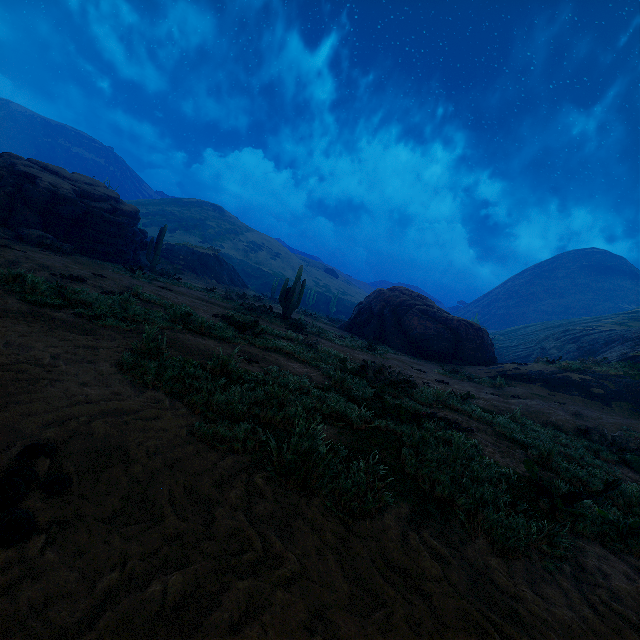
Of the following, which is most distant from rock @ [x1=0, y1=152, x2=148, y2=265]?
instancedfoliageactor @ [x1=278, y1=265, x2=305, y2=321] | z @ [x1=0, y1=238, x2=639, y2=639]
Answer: z @ [x1=0, y1=238, x2=639, y2=639]

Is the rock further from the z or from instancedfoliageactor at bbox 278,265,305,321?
the z

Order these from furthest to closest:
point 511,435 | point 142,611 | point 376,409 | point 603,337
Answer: point 603,337 < point 511,435 < point 376,409 < point 142,611

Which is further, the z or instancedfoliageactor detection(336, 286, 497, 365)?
instancedfoliageactor detection(336, 286, 497, 365)

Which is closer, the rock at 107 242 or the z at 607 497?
the z at 607 497

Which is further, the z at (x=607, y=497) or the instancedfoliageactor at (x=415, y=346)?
the instancedfoliageactor at (x=415, y=346)

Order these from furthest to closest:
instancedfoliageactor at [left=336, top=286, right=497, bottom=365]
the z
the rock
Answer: →
1. instancedfoliageactor at [left=336, top=286, right=497, bottom=365]
2. the rock
3. the z
